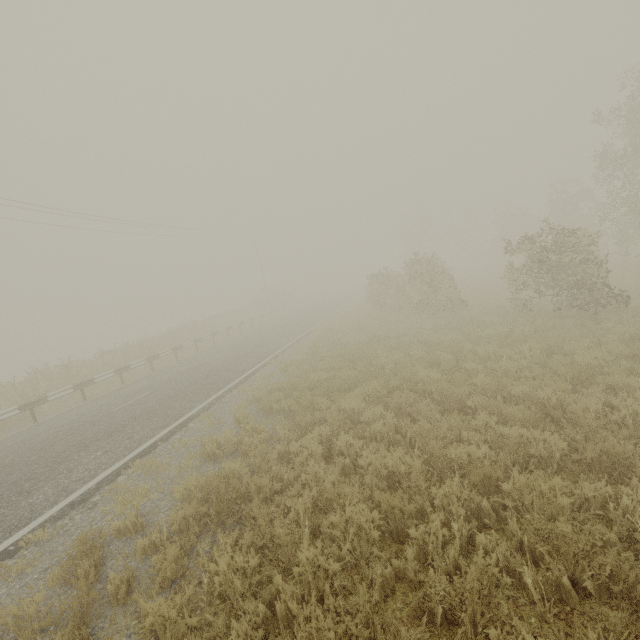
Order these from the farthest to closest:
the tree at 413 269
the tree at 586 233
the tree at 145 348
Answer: the tree at 413 269, the tree at 145 348, the tree at 586 233

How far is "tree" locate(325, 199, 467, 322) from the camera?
16.9m

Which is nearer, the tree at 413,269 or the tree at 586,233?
the tree at 586,233

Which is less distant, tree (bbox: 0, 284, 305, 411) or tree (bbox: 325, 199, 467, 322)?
tree (bbox: 0, 284, 305, 411)

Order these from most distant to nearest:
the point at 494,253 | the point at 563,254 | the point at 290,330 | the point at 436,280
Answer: the point at 494,253 < the point at 290,330 < the point at 436,280 < the point at 563,254

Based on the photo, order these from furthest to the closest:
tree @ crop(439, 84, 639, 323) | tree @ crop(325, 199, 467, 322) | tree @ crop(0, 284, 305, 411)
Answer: tree @ crop(325, 199, 467, 322), tree @ crop(0, 284, 305, 411), tree @ crop(439, 84, 639, 323)

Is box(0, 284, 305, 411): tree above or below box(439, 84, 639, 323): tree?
below
